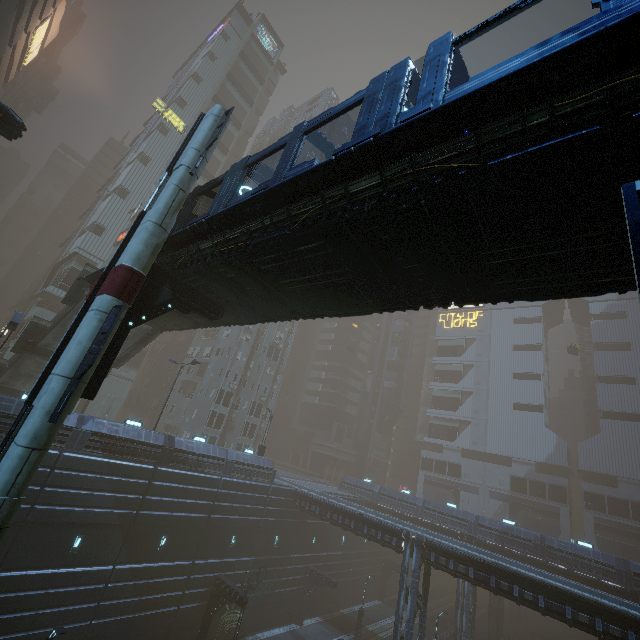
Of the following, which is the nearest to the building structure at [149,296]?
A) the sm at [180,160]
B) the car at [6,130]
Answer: the sm at [180,160]

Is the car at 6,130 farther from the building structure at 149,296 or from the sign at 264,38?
the sign at 264,38

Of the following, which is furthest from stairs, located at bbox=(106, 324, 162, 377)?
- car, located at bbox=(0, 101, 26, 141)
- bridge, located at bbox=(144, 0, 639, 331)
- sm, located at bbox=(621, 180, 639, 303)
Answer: sm, located at bbox=(621, 180, 639, 303)

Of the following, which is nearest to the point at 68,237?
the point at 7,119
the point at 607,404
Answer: the point at 7,119

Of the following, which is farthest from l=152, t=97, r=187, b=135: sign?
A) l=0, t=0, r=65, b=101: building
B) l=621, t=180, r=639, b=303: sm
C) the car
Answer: l=621, t=180, r=639, b=303: sm

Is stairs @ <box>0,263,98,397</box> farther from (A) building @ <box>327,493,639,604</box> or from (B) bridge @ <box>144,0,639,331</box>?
(A) building @ <box>327,493,639,604</box>

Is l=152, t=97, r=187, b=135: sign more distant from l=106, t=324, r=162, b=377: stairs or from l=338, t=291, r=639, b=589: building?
l=106, t=324, r=162, b=377: stairs

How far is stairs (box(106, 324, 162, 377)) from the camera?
21.8m
